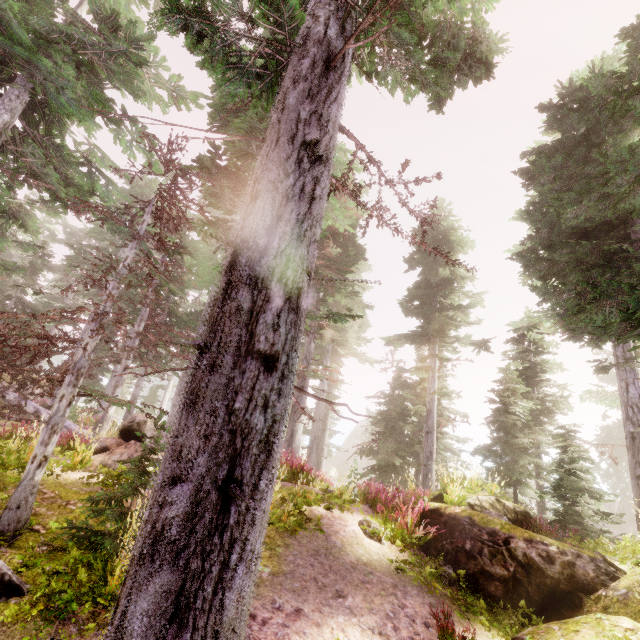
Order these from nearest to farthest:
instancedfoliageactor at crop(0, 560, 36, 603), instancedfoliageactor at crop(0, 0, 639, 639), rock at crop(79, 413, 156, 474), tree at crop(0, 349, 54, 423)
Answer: instancedfoliageactor at crop(0, 0, 639, 639) < instancedfoliageactor at crop(0, 560, 36, 603) < rock at crop(79, 413, 156, 474) < tree at crop(0, 349, 54, 423)

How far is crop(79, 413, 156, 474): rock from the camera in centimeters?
825cm

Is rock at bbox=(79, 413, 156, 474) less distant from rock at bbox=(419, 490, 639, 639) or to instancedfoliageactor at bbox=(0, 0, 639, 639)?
instancedfoliageactor at bbox=(0, 0, 639, 639)

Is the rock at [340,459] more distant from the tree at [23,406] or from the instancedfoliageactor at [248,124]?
the tree at [23,406]

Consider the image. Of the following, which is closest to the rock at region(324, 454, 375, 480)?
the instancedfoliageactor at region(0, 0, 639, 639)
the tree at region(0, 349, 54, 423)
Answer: the instancedfoliageactor at region(0, 0, 639, 639)

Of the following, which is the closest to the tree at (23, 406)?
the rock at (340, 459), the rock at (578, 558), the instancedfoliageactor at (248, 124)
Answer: the instancedfoliageactor at (248, 124)

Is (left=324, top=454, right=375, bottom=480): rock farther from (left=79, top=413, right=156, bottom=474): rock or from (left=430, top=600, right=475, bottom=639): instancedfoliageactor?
(left=79, top=413, right=156, bottom=474): rock

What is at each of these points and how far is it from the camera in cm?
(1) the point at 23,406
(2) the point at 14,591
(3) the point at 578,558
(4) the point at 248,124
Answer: (1) tree, 1213
(2) instancedfoliageactor, 401
(3) rock, 697
(4) instancedfoliageactor, 855
